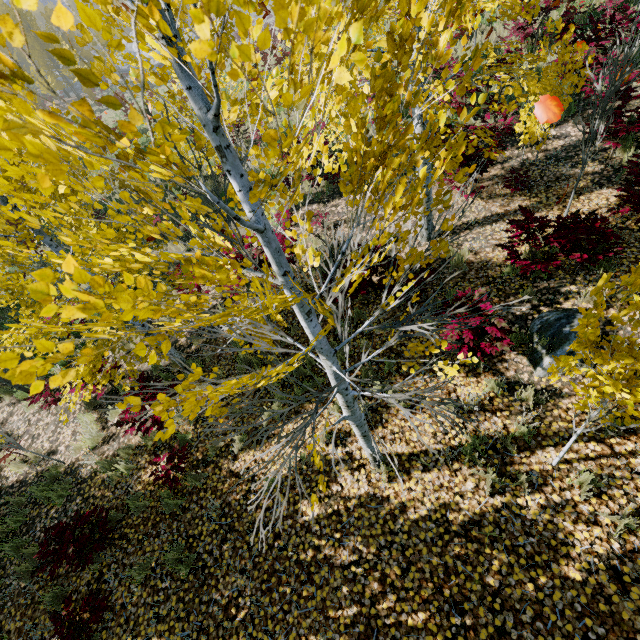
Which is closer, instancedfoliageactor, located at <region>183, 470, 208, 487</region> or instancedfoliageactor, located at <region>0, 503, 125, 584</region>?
instancedfoliageactor, located at <region>0, 503, 125, 584</region>

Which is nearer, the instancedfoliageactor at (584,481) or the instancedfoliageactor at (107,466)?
the instancedfoliageactor at (584,481)

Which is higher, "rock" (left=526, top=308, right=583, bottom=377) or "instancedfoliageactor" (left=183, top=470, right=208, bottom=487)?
"rock" (left=526, top=308, right=583, bottom=377)

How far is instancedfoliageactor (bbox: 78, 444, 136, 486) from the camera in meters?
5.7 m

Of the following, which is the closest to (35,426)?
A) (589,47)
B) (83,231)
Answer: (83,231)

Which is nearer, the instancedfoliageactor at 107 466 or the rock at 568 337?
the rock at 568 337
